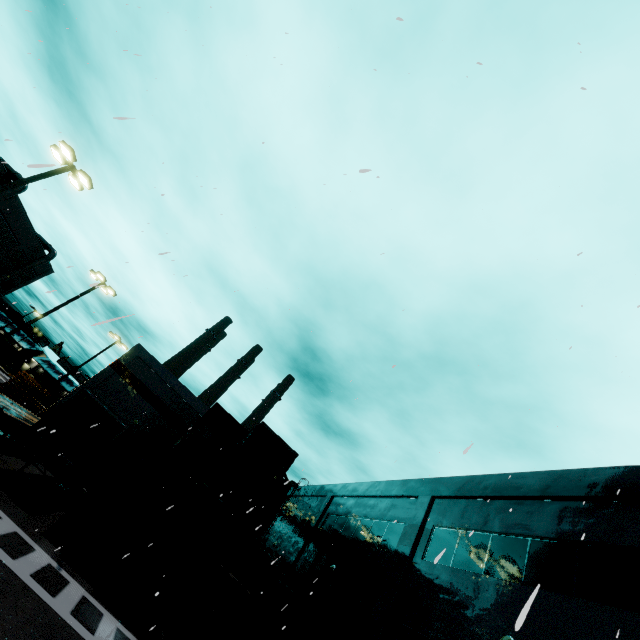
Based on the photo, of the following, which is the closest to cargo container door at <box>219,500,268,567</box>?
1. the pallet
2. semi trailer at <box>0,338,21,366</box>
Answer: semi trailer at <box>0,338,21,366</box>

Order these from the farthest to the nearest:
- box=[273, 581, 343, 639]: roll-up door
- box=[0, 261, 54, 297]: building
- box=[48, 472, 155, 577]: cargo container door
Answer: box=[0, 261, 54, 297]: building
box=[273, 581, 343, 639]: roll-up door
box=[48, 472, 155, 577]: cargo container door

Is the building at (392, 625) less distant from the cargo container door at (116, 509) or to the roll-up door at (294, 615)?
the roll-up door at (294, 615)

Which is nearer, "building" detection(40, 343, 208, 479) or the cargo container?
the cargo container

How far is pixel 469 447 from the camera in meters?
3.6 m

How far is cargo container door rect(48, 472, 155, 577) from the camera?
11.4m

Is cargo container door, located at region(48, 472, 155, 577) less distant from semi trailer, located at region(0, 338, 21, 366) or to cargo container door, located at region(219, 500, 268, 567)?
semi trailer, located at region(0, 338, 21, 366)

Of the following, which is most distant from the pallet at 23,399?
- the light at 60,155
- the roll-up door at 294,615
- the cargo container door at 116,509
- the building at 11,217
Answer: the roll-up door at 294,615
